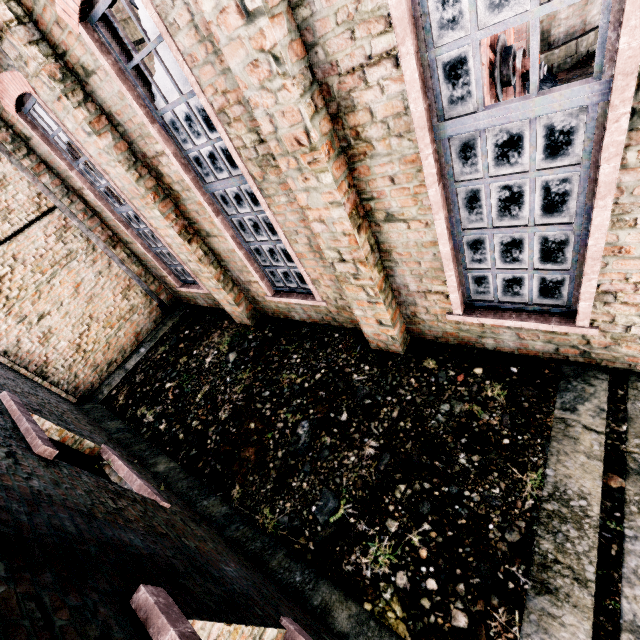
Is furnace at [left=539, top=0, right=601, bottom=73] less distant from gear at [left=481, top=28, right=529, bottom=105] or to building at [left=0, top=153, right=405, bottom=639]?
building at [left=0, top=153, right=405, bottom=639]

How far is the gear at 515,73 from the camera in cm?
659

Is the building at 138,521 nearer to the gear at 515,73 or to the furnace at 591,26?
the furnace at 591,26

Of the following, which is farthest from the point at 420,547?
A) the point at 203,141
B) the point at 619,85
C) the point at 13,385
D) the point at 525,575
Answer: the point at 13,385

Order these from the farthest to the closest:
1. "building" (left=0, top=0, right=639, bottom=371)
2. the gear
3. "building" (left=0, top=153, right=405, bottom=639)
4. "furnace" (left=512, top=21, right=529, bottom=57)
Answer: "furnace" (left=512, top=21, right=529, bottom=57) < the gear < "building" (left=0, top=0, right=639, bottom=371) < "building" (left=0, top=153, right=405, bottom=639)

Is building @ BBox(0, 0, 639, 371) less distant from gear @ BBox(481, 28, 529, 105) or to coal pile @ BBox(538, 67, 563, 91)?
gear @ BBox(481, 28, 529, 105)

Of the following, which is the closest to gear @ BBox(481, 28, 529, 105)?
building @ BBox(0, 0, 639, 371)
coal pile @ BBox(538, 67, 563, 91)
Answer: coal pile @ BBox(538, 67, 563, 91)

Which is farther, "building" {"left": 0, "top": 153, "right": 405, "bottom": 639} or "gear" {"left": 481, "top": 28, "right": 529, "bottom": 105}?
"gear" {"left": 481, "top": 28, "right": 529, "bottom": 105}
